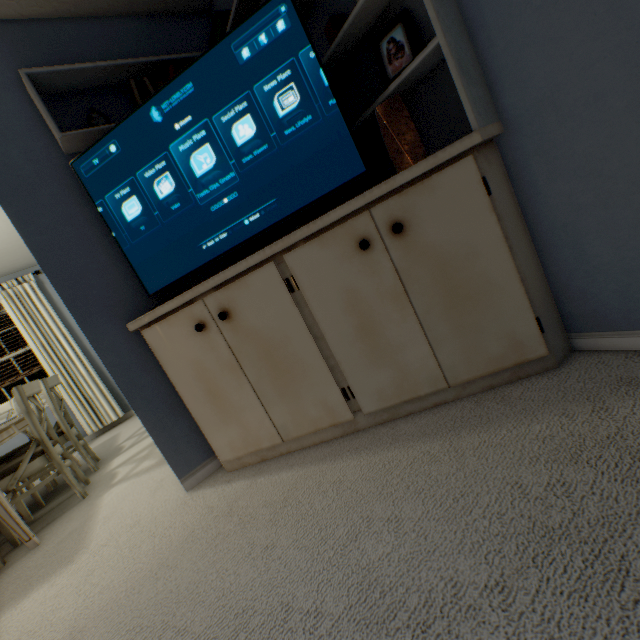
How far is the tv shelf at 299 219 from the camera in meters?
2.2

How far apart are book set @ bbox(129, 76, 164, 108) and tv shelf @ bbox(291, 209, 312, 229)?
0.03m

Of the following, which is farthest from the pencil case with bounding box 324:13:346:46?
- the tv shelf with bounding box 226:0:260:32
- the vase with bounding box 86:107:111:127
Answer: the vase with bounding box 86:107:111:127

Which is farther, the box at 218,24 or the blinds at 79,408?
the blinds at 79,408

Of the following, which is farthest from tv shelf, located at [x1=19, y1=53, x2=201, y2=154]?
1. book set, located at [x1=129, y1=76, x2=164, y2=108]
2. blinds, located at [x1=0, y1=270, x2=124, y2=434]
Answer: blinds, located at [x1=0, y1=270, x2=124, y2=434]

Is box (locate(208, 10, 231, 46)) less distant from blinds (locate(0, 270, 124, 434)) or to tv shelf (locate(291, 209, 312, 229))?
tv shelf (locate(291, 209, 312, 229))

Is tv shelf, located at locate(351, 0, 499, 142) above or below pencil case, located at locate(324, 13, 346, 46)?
below

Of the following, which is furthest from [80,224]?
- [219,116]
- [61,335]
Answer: [61,335]
